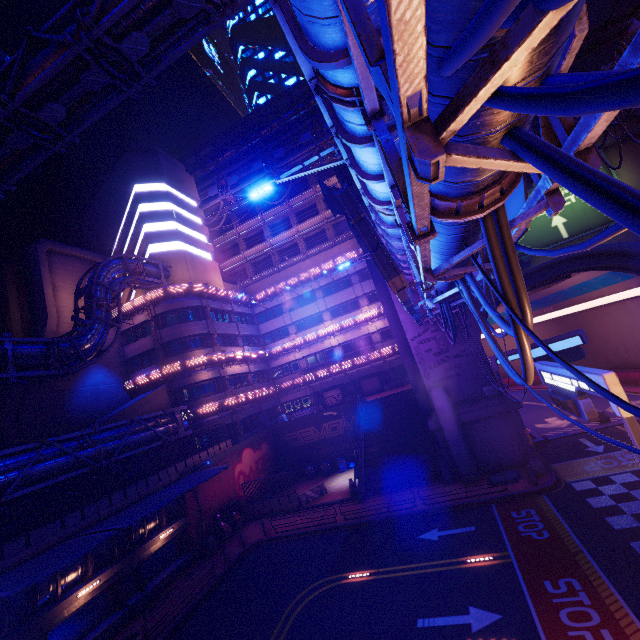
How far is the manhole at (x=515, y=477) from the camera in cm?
1894

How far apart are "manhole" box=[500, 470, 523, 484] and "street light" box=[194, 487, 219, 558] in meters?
19.2 m

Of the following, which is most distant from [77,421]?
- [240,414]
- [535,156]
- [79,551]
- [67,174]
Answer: [67,174]

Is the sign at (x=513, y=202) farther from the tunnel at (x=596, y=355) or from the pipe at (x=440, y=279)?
the tunnel at (x=596, y=355)

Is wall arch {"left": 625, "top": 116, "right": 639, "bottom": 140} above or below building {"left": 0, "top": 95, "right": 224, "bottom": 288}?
below

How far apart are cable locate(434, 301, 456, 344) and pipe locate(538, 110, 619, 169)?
0.0m

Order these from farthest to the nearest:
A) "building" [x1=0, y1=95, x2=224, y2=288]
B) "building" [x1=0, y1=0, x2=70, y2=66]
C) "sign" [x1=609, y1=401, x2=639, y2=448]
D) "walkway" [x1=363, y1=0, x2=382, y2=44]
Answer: "building" [x1=0, y1=0, x2=70, y2=66] < "building" [x1=0, y1=95, x2=224, y2=288] < "sign" [x1=609, y1=401, x2=639, y2=448] < "walkway" [x1=363, y1=0, x2=382, y2=44]

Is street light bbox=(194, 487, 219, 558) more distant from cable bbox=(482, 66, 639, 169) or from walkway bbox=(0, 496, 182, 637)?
cable bbox=(482, 66, 639, 169)
